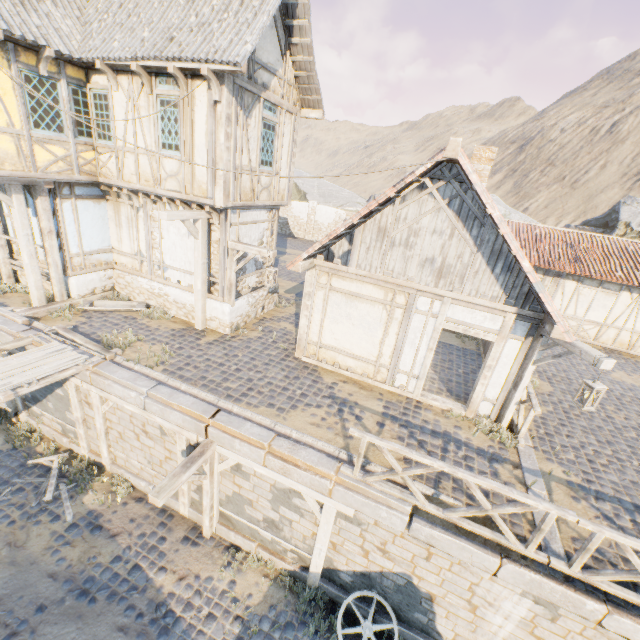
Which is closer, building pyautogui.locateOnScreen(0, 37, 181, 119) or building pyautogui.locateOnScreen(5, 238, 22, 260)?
building pyautogui.locateOnScreen(0, 37, 181, 119)

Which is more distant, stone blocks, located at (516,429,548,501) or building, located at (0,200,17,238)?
building, located at (0,200,17,238)

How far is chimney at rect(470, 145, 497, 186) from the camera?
7.9m

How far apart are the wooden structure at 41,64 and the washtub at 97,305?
6.2 meters

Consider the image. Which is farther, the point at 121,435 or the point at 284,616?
the point at 121,435

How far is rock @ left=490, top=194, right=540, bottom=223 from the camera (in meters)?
27.69

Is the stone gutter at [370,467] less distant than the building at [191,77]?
Yes

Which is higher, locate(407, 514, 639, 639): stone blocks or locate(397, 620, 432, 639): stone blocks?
locate(407, 514, 639, 639): stone blocks
